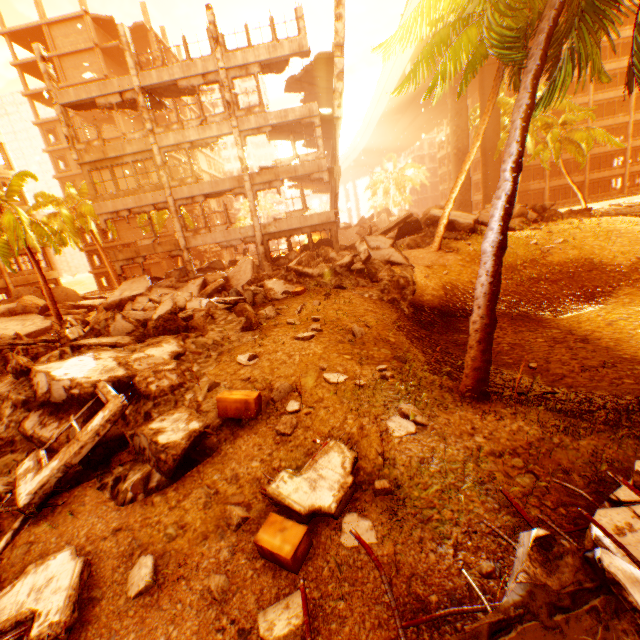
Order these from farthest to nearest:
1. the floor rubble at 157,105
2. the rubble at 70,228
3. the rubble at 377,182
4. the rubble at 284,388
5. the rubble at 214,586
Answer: the rubble at 377,182
the floor rubble at 157,105
the rubble at 70,228
the rubble at 284,388
the rubble at 214,586

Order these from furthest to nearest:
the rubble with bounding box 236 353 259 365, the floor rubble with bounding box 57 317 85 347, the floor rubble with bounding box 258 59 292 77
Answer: the floor rubble with bounding box 258 59 292 77
the floor rubble with bounding box 57 317 85 347
the rubble with bounding box 236 353 259 365

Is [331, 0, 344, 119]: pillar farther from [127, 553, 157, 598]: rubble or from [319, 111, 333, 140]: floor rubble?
[127, 553, 157, 598]: rubble

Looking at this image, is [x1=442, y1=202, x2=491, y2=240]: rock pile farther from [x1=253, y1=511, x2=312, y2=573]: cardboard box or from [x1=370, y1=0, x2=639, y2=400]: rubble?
[x1=253, y1=511, x2=312, y2=573]: cardboard box

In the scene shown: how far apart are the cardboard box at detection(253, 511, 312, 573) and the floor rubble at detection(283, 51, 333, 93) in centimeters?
2259cm

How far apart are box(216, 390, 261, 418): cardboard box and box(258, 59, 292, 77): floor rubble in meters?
20.0

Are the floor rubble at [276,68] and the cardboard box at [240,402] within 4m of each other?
no

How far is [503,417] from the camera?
5.3 meters
